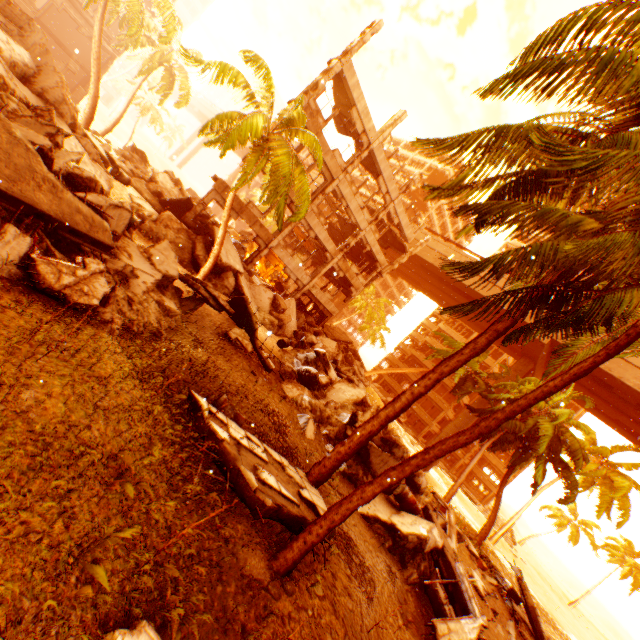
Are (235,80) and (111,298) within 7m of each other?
no

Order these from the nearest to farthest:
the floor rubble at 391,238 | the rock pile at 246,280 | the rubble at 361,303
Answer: the rock pile at 246,280, the floor rubble at 391,238, the rubble at 361,303

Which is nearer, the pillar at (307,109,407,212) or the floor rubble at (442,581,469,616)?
the floor rubble at (442,581,469,616)

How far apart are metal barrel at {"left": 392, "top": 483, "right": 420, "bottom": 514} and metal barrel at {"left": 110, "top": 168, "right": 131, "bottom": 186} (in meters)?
16.85

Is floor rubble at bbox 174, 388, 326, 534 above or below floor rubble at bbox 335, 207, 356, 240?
below

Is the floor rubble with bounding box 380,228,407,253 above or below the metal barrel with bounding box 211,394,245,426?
above

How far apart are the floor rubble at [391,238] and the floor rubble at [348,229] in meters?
2.5

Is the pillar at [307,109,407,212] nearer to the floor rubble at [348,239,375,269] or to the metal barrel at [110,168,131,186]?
the floor rubble at [348,239,375,269]
